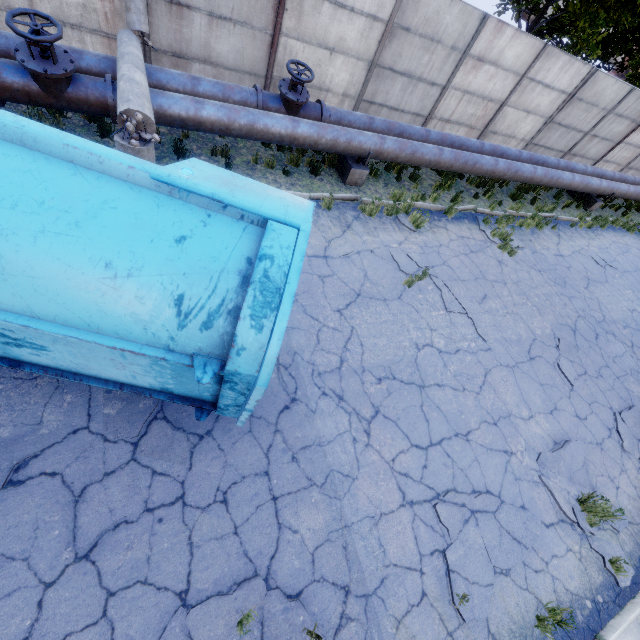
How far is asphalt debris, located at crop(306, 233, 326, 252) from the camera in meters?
6.8 m

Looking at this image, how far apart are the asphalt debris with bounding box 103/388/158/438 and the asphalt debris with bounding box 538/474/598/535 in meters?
5.7 m

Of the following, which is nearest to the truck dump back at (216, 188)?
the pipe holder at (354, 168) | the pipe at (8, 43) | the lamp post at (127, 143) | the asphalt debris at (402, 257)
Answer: the lamp post at (127, 143)

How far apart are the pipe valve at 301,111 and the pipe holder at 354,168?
0.8m

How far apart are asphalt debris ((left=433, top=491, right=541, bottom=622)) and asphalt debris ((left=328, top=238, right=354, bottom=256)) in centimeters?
480cm

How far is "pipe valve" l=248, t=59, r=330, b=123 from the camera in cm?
702

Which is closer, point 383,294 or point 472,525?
point 472,525
